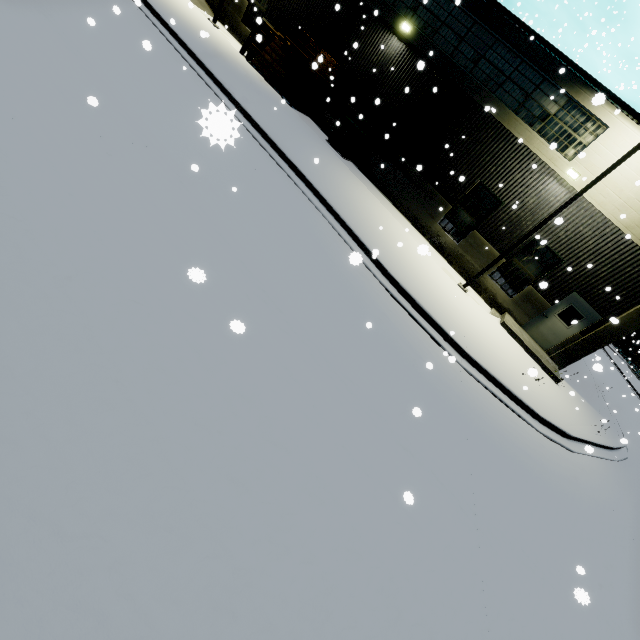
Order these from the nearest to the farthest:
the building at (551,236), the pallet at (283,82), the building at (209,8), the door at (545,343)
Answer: the building at (551,236) < the door at (545,343) < the pallet at (283,82) < the building at (209,8)

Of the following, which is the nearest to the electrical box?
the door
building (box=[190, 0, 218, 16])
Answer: building (box=[190, 0, 218, 16])

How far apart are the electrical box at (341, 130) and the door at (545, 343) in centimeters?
1181cm

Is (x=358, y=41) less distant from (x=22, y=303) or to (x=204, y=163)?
(x=204, y=163)

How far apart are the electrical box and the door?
11.81m

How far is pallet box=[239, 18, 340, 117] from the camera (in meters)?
15.41

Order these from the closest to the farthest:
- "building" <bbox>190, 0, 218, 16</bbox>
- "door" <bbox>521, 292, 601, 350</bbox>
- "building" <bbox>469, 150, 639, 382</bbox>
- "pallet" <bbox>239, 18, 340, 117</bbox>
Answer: "building" <bbox>469, 150, 639, 382</bbox> < "door" <bbox>521, 292, 601, 350</bbox> < "pallet" <bbox>239, 18, 340, 117</bbox> < "building" <bbox>190, 0, 218, 16</bbox>

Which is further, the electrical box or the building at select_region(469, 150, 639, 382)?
the electrical box
